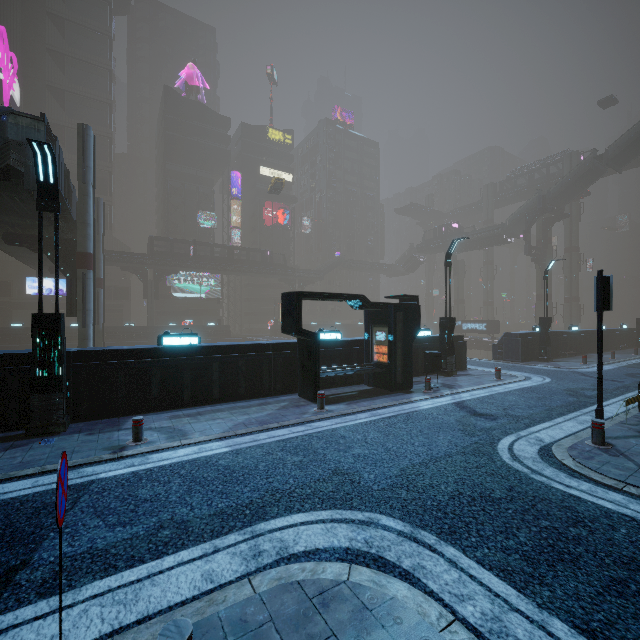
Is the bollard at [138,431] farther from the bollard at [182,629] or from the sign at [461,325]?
the sign at [461,325]

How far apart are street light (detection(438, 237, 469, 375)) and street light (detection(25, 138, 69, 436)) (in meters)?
15.02

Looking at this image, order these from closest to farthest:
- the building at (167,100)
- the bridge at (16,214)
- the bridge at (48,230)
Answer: the bridge at (16,214), the bridge at (48,230), the building at (167,100)

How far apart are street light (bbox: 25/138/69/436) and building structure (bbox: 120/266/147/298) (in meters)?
45.87

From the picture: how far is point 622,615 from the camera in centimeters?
311cm

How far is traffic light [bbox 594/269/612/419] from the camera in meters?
7.5

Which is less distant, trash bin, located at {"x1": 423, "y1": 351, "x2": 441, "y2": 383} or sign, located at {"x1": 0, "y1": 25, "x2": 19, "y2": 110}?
trash bin, located at {"x1": 423, "y1": 351, "x2": 441, "y2": 383}

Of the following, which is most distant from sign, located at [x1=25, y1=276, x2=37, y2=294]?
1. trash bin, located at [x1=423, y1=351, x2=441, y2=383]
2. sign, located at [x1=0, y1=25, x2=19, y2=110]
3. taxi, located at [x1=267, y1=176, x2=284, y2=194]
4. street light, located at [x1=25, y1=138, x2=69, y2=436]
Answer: trash bin, located at [x1=423, y1=351, x2=441, y2=383]
